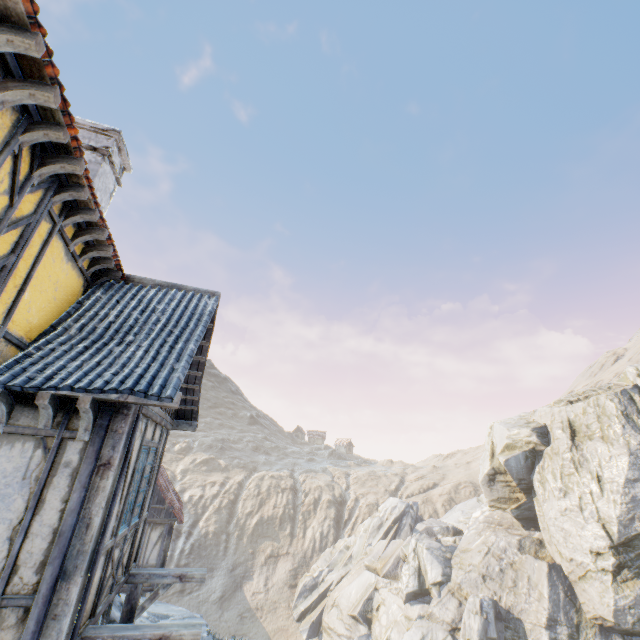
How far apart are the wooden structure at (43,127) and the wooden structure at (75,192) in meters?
0.9 m

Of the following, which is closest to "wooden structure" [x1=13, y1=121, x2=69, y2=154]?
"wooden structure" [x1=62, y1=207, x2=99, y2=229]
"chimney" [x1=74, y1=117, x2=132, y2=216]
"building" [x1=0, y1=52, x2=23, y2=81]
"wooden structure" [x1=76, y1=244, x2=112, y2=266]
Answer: "building" [x1=0, y1=52, x2=23, y2=81]

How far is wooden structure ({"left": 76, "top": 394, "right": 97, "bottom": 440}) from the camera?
4.2 meters

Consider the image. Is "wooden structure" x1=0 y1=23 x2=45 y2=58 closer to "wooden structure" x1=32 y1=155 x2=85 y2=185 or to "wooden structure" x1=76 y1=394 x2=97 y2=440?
"wooden structure" x1=32 y1=155 x2=85 y2=185

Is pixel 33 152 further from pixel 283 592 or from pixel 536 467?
pixel 283 592

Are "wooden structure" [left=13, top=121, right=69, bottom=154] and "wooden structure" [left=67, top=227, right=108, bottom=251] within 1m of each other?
no

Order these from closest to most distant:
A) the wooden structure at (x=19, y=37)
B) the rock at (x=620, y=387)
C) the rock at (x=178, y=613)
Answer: the wooden structure at (x=19, y=37)
the rock at (x=178, y=613)
the rock at (x=620, y=387)

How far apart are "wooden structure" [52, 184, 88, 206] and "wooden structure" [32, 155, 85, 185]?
0.41m
